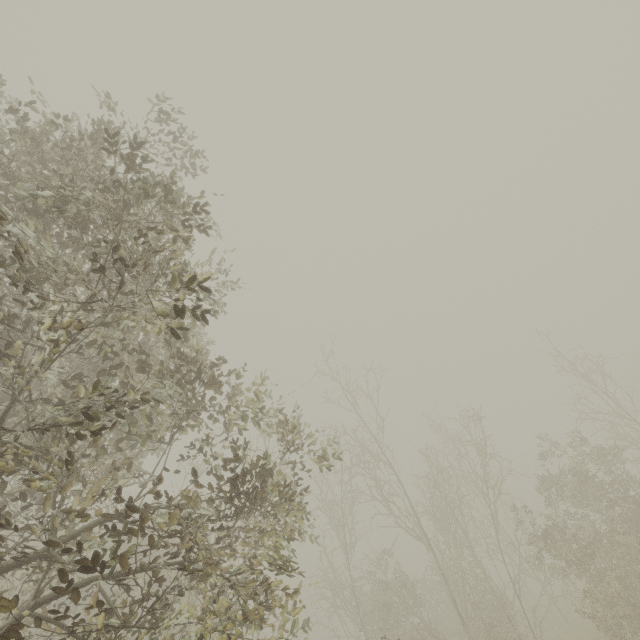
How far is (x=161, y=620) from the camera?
4.7m
